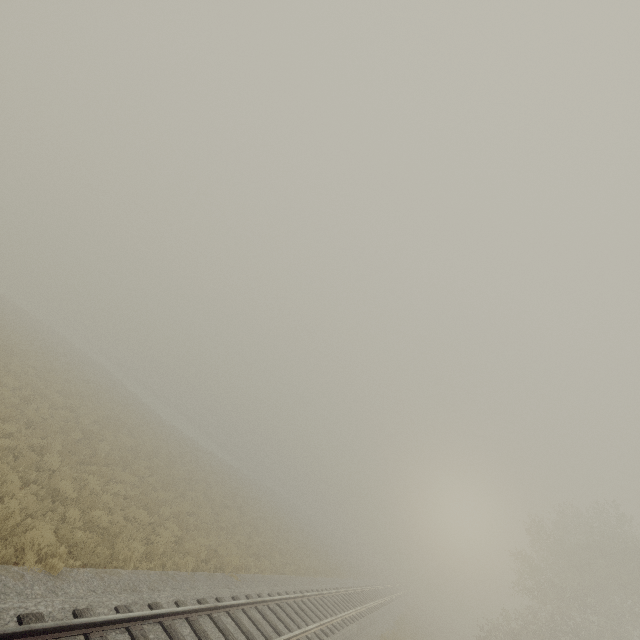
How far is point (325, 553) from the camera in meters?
34.4
